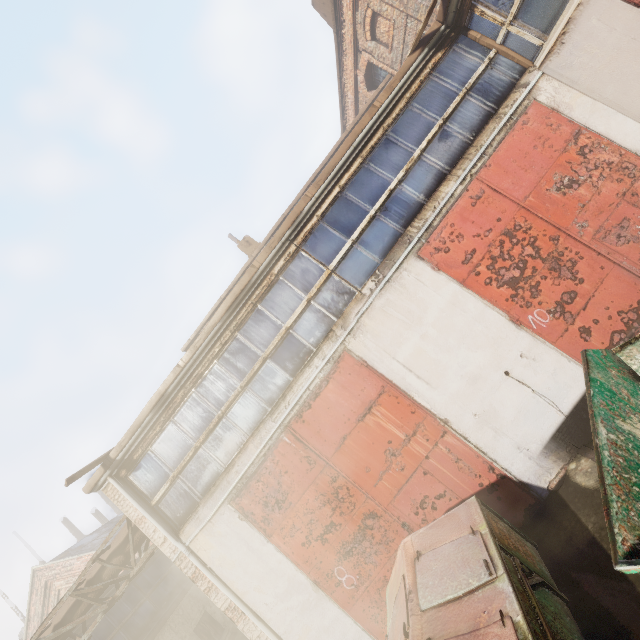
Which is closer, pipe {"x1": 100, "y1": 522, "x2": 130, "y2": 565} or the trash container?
the trash container

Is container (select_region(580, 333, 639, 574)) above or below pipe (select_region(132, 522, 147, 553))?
below

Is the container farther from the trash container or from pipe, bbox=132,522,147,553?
pipe, bbox=132,522,147,553

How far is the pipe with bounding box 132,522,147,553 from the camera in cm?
753

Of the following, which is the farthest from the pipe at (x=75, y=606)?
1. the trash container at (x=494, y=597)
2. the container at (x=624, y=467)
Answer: the container at (x=624, y=467)

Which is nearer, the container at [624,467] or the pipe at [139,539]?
the container at [624,467]

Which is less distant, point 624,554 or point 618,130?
point 624,554
